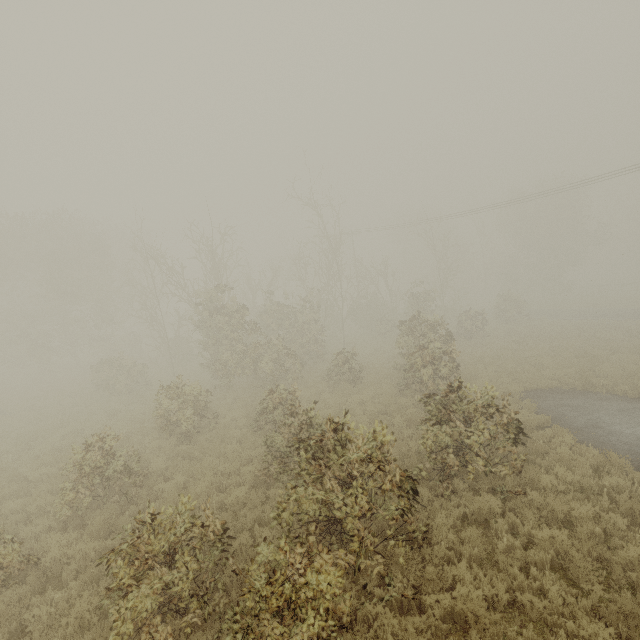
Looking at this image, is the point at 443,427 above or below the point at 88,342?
below
